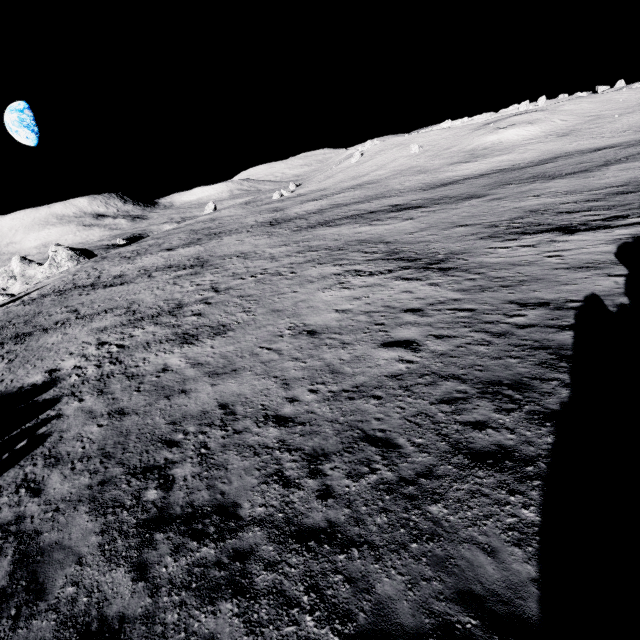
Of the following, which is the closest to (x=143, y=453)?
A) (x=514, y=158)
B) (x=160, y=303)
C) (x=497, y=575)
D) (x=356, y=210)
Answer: (x=497, y=575)
